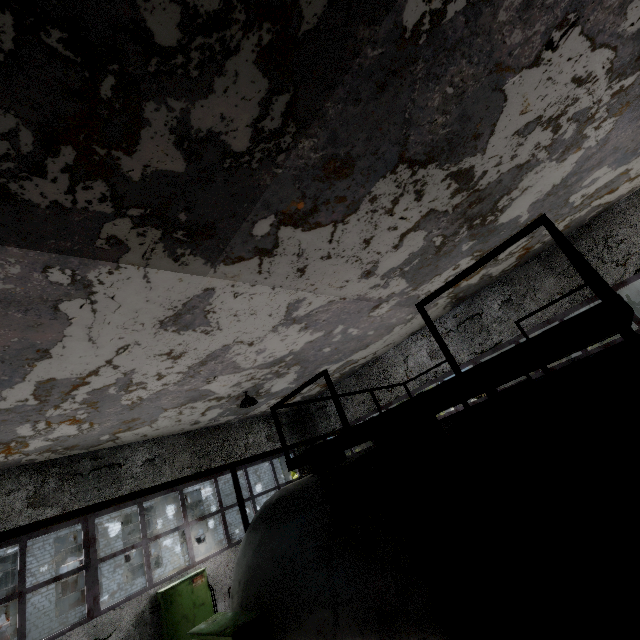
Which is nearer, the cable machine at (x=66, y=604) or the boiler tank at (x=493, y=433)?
the boiler tank at (x=493, y=433)

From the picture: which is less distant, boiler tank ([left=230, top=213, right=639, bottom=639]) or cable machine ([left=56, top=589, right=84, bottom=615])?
boiler tank ([left=230, top=213, right=639, bottom=639])

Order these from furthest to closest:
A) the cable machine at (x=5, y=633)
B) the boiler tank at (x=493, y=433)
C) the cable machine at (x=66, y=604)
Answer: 1. the cable machine at (x=66, y=604)
2. the cable machine at (x=5, y=633)
3. the boiler tank at (x=493, y=433)

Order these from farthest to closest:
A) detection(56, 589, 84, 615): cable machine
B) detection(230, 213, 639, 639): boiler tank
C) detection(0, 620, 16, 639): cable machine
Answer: detection(56, 589, 84, 615): cable machine
detection(0, 620, 16, 639): cable machine
detection(230, 213, 639, 639): boiler tank

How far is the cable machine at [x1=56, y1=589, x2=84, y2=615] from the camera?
25.2 meters

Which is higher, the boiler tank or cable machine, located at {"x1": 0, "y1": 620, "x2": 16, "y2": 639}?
the boiler tank

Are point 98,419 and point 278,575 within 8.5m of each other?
yes
